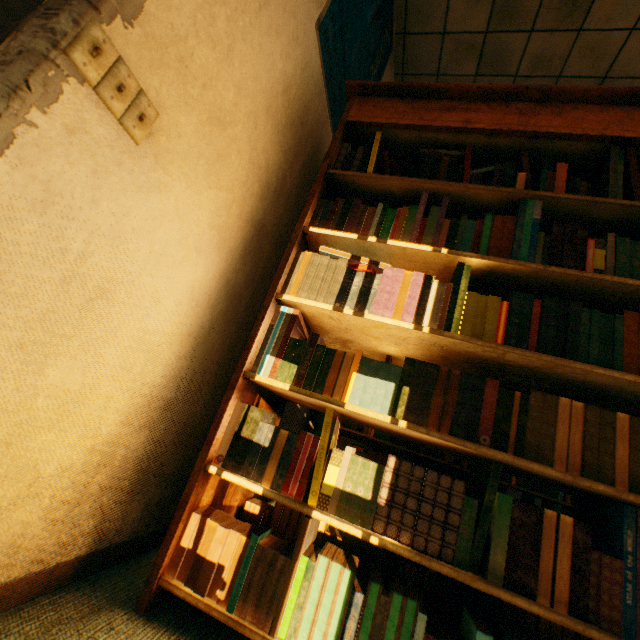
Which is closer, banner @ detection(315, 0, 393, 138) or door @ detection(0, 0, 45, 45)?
door @ detection(0, 0, 45, 45)

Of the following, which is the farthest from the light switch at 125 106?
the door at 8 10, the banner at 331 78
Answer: the banner at 331 78

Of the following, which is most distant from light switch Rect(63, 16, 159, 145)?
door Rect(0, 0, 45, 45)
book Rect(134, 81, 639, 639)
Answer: book Rect(134, 81, 639, 639)

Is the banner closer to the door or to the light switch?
the door

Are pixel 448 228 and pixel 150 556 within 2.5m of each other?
yes

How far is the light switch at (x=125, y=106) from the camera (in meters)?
0.65

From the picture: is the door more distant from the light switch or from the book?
the book

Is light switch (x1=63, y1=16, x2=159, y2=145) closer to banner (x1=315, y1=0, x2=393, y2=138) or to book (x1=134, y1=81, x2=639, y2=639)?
book (x1=134, y1=81, x2=639, y2=639)
